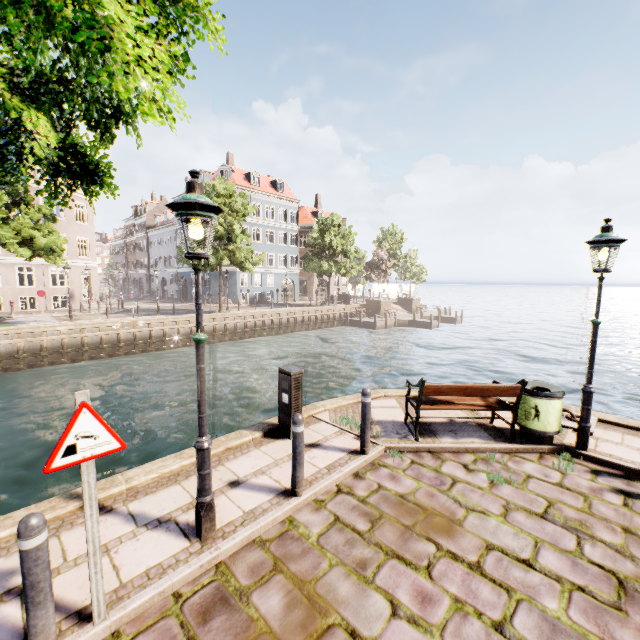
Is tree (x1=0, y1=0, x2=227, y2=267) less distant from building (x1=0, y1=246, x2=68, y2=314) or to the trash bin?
building (x1=0, y1=246, x2=68, y2=314)

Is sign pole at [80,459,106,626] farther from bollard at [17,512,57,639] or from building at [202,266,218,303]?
building at [202,266,218,303]

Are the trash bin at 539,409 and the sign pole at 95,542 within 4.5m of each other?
no

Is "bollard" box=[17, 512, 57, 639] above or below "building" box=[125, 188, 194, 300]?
below

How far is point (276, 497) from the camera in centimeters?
425cm

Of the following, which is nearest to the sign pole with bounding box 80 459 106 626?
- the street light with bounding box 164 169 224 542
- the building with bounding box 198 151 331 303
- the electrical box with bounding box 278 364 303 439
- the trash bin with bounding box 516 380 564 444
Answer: the street light with bounding box 164 169 224 542

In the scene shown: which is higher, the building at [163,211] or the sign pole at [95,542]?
the building at [163,211]

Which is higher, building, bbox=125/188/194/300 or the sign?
building, bbox=125/188/194/300
